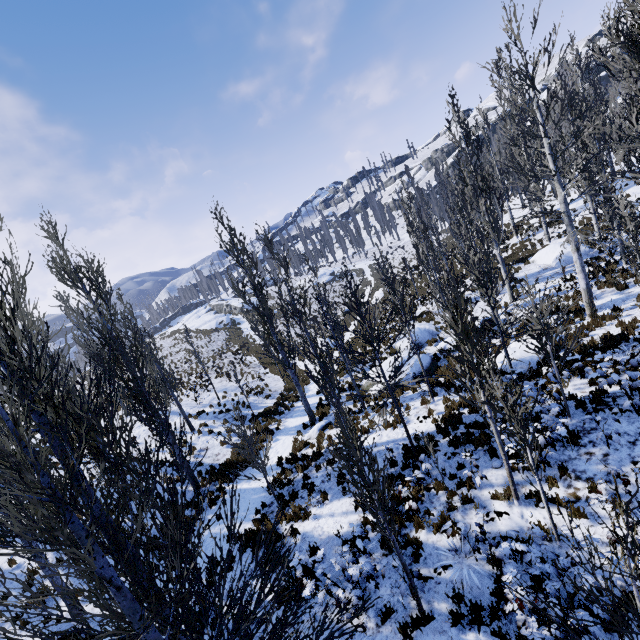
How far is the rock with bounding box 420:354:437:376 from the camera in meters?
16.7 m

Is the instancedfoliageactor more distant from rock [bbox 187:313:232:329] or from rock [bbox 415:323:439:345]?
rock [bbox 187:313:232:329]

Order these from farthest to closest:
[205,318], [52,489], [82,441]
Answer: [205,318] → [82,441] → [52,489]

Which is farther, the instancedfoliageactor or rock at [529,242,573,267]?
rock at [529,242,573,267]

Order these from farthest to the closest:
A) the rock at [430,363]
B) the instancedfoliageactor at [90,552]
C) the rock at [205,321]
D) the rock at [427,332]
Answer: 1. the rock at [205,321]
2. the rock at [427,332]
3. the rock at [430,363]
4. the instancedfoliageactor at [90,552]

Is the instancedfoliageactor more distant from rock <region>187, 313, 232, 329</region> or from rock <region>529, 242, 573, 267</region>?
rock <region>187, 313, 232, 329</region>

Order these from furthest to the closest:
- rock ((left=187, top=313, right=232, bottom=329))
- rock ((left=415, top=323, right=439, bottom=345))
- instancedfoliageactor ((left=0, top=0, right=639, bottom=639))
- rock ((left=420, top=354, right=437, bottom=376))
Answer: rock ((left=187, top=313, right=232, bottom=329)), rock ((left=415, top=323, right=439, bottom=345)), rock ((left=420, top=354, right=437, bottom=376)), instancedfoliageactor ((left=0, top=0, right=639, bottom=639))

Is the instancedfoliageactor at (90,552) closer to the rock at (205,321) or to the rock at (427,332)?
the rock at (427,332)
